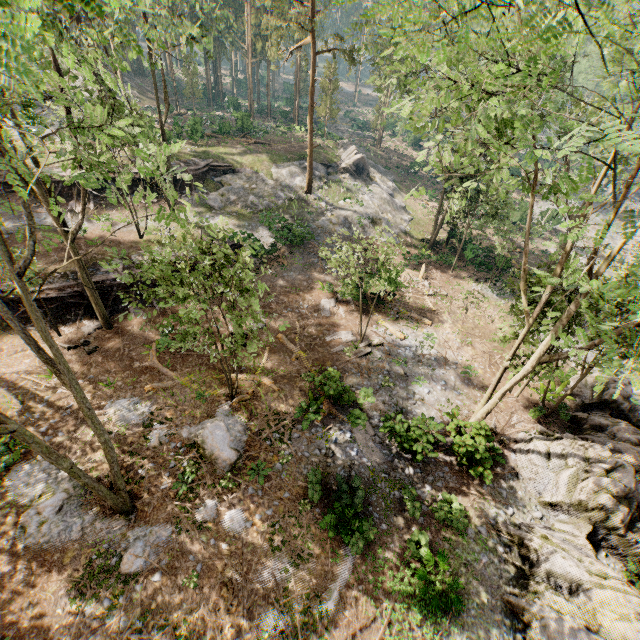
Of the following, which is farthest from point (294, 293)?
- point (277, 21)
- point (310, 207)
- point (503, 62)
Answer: point (503, 62)

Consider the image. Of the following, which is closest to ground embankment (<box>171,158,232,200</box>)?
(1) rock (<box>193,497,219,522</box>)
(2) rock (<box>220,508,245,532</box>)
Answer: (1) rock (<box>193,497,219,522</box>)

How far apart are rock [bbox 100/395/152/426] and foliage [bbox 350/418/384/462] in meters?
9.3 m

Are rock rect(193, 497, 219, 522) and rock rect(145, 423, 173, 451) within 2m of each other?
yes

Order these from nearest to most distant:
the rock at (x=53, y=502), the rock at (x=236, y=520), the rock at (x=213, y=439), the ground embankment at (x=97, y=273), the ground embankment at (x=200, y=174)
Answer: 1. the rock at (x=53, y=502)
2. the rock at (x=236, y=520)
3. the rock at (x=213, y=439)
4. the ground embankment at (x=97, y=273)
5. the ground embankment at (x=200, y=174)

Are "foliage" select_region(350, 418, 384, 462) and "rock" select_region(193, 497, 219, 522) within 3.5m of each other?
no

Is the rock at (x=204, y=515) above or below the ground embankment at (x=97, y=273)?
below

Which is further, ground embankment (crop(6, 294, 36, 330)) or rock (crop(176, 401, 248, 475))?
ground embankment (crop(6, 294, 36, 330))
